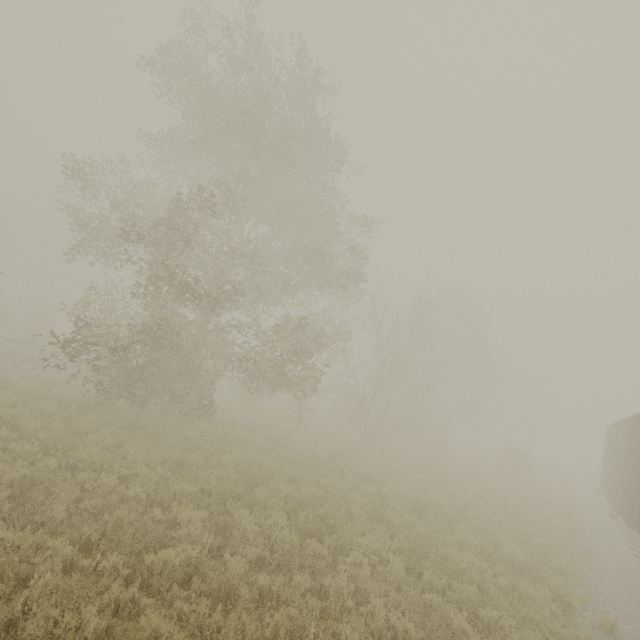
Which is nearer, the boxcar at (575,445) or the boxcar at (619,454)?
the boxcar at (619,454)

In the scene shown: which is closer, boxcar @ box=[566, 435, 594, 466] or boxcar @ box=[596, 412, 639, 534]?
boxcar @ box=[596, 412, 639, 534]

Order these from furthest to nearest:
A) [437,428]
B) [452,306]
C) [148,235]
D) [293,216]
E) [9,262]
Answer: [9,262], [452,306], [437,428], [293,216], [148,235]

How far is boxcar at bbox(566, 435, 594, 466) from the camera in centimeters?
5466cm

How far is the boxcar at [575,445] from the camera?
54.66m
